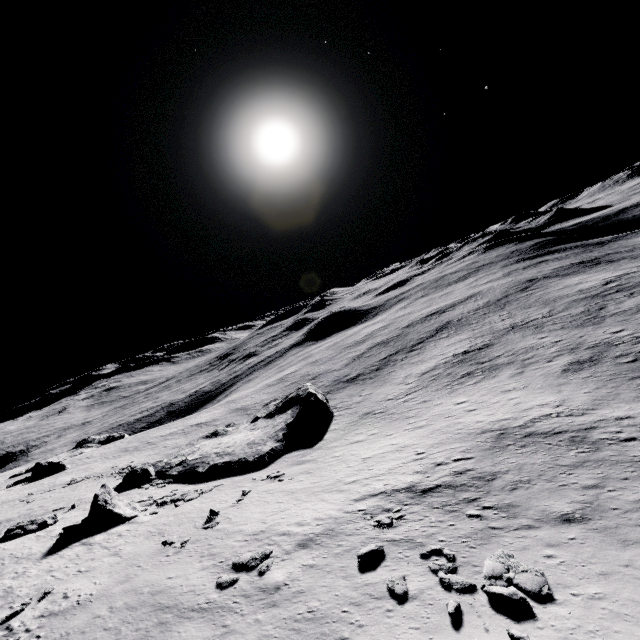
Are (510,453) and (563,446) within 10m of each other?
yes

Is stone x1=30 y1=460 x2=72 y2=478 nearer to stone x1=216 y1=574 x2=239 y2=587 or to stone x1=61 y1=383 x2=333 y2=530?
stone x1=61 y1=383 x2=333 y2=530

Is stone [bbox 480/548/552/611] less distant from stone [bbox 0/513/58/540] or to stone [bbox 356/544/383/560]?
stone [bbox 356/544/383/560]

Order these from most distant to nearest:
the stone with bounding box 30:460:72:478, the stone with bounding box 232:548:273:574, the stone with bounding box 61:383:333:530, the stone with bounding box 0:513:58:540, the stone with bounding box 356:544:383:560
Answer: the stone with bounding box 30:460:72:478
the stone with bounding box 61:383:333:530
the stone with bounding box 0:513:58:540
the stone with bounding box 232:548:273:574
the stone with bounding box 356:544:383:560

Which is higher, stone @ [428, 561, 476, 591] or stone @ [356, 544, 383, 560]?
stone @ [356, 544, 383, 560]

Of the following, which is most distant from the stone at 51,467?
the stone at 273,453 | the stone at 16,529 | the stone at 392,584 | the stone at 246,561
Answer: the stone at 392,584

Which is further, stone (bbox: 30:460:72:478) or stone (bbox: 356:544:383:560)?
stone (bbox: 30:460:72:478)

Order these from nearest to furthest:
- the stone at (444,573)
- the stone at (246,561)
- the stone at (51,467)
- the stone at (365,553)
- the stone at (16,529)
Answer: the stone at (444,573)
the stone at (365,553)
the stone at (246,561)
the stone at (16,529)
the stone at (51,467)
